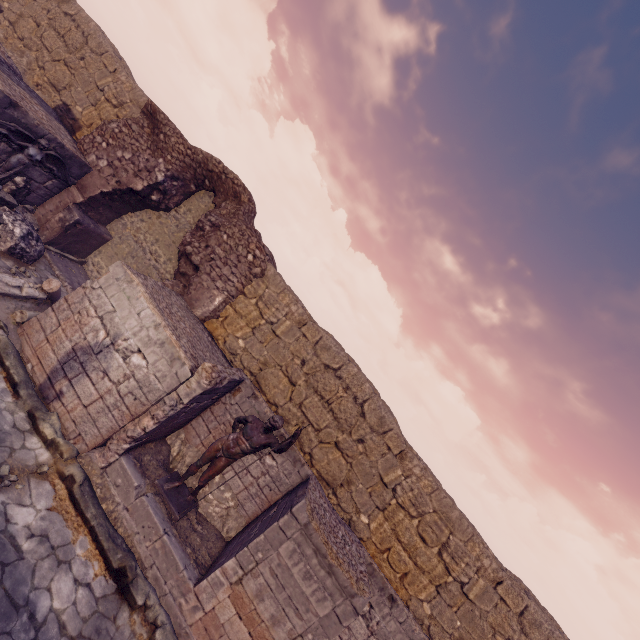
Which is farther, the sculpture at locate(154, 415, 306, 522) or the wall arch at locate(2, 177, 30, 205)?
the wall arch at locate(2, 177, 30, 205)

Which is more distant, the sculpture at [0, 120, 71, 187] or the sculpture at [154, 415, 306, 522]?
the sculpture at [0, 120, 71, 187]

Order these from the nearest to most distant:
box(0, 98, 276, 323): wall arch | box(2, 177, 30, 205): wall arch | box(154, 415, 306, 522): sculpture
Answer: box(154, 415, 306, 522): sculpture < box(2, 177, 30, 205): wall arch < box(0, 98, 276, 323): wall arch

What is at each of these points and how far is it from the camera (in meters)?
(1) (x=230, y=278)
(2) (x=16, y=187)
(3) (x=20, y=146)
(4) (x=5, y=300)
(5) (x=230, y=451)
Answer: (1) wall arch, 9.27
(2) wall arch, 8.73
(3) sculpture, 8.13
(4) debris pile, 6.63
(5) sculpture, 6.26

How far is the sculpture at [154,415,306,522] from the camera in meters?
6.2

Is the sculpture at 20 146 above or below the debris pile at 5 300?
above

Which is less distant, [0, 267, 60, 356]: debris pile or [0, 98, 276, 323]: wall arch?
[0, 267, 60, 356]: debris pile

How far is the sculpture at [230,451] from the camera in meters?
6.2
